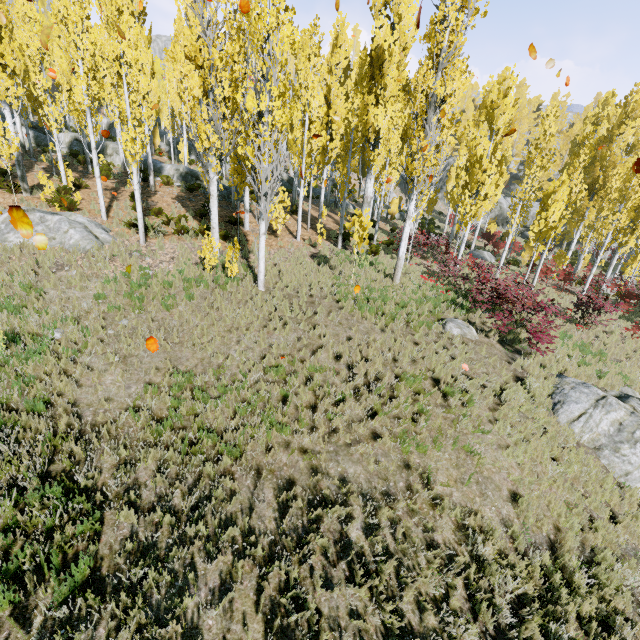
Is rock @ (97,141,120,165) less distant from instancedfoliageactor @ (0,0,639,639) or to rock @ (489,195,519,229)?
instancedfoliageactor @ (0,0,639,639)

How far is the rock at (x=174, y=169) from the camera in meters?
22.8 m

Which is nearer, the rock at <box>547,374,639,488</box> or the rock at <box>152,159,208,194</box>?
the rock at <box>547,374,639,488</box>

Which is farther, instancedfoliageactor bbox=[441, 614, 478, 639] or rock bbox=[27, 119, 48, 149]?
rock bbox=[27, 119, 48, 149]

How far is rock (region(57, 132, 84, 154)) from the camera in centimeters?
2353cm

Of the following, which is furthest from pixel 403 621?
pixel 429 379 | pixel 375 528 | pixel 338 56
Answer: pixel 338 56

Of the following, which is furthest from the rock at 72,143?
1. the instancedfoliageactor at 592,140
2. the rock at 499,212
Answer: the rock at 499,212

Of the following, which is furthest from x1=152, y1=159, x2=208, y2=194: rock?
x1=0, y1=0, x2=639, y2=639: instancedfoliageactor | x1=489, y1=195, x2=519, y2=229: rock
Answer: x1=489, y1=195, x2=519, y2=229: rock
